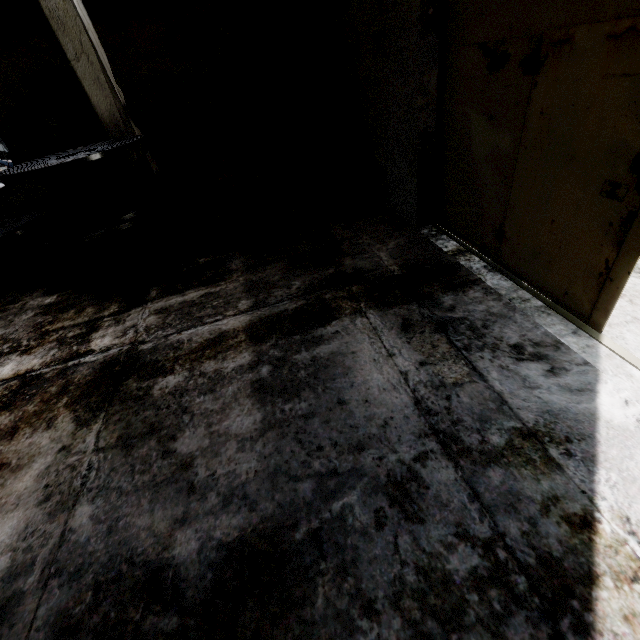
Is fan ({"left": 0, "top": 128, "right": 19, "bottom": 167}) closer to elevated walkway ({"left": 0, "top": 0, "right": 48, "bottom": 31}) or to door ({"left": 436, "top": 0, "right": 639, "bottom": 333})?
elevated walkway ({"left": 0, "top": 0, "right": 48, "bottom": 31})

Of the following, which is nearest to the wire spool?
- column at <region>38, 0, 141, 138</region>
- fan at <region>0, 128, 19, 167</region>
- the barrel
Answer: column at <region>38, 0, 141, 138</region>

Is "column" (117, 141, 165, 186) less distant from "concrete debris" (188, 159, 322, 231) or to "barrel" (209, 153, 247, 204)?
"concrete debris" (188, 159, 322, 231)

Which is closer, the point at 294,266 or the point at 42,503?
the point at 42,503

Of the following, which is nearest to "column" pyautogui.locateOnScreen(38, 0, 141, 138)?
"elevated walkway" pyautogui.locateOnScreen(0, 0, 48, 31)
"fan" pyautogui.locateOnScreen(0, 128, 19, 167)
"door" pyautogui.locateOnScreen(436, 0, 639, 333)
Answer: "elevated walkway" pyautogui.locateOnScreen(0, 0, 48, 31)

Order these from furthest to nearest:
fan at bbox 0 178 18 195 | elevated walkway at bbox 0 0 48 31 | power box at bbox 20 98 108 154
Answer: fan at bbox 0 178 18 195 < power box at bbox 20 98 108 154 < elevated walkway at bbox 0 0 48 31

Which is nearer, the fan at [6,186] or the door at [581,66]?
the door at [581,66]

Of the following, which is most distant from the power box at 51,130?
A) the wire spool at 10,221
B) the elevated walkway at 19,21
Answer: the wire spool at 10,221
